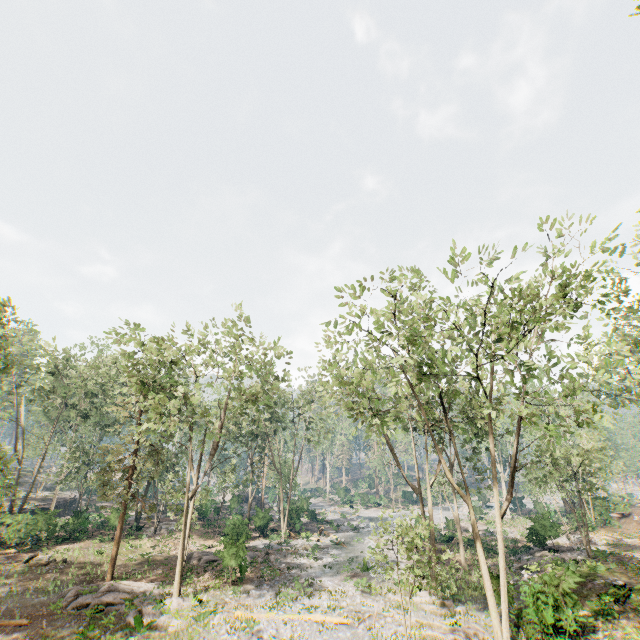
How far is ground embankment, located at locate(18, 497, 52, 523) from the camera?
27.7m

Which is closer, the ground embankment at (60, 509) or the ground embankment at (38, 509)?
the ground embankment at (38, 509)

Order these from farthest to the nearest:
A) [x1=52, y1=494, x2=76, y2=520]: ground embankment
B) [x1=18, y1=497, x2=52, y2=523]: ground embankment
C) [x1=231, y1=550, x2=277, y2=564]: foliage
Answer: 1. [x1=52, y1=494, x2=76, y2=520]: ground embankment
2. [x1=18, y1=497, x2=52, y2=523]: ground embankment
3. [x1=231, y1=550, x2=277, y2=564]: foliage

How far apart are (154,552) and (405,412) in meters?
27.5 m

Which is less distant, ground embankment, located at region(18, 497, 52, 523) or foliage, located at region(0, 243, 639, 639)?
foliage, located at region(0, 243, 639, 639)

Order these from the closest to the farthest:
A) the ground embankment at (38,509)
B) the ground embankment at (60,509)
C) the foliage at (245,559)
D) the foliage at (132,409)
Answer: the foliage at (132,409) → the foliage at (245,559) → the ground embankment at (38,509) → the ground embankment at (60,509)

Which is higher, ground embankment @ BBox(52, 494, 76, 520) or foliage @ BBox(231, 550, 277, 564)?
ground embankment @ BBox(52, 494, 76, 520)

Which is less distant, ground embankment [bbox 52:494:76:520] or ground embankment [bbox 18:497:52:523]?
ground embankment [bbox 18:497:52:523]
